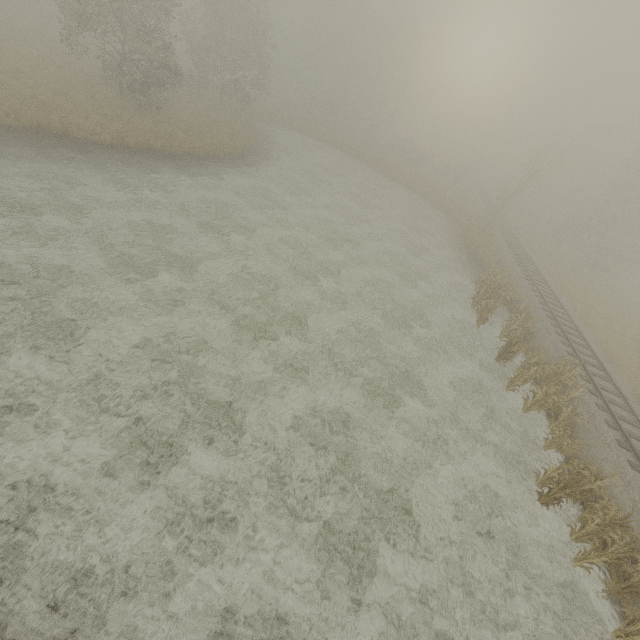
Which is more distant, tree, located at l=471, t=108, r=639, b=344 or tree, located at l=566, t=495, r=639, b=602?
tree, located at l=471, t=108, r=639, b=344

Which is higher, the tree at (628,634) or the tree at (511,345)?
the tree at (511,345)

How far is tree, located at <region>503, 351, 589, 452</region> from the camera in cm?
1188

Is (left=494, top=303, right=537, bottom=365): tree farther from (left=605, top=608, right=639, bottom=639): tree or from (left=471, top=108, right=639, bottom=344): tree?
(left=471, top=108, right=639, bottom=344): tree

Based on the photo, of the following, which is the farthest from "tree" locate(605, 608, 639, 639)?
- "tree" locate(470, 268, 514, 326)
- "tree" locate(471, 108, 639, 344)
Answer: "tree" locate(471, 108, 639, 344)

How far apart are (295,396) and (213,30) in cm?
3885
